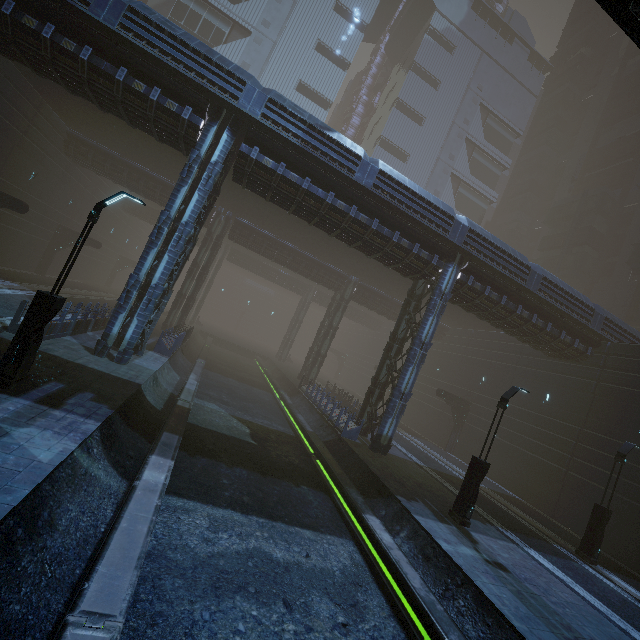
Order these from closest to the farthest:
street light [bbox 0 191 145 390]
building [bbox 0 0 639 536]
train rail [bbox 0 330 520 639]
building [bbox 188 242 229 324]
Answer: train rail [bbox 0 330 520 639] < street light [bbox 0 191 145 390] < building [bbox 0 0 639 536] < building [bbox 188 242 229 324]

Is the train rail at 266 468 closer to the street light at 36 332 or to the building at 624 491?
the building at 624 491

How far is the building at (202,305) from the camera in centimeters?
4222cm

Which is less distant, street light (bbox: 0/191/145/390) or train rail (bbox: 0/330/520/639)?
train rail (bbox: 0/330/520/639)

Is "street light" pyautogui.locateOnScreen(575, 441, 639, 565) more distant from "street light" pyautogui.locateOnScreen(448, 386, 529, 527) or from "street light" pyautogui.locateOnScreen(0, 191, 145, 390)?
"street light" pyautogui.locateOnScreen(0, 191, 145, 390)

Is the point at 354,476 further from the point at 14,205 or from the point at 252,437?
the point at 14,205

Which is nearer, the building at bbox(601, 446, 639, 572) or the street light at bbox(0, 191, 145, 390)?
the street light at bbox(0, 191, 145, 390)

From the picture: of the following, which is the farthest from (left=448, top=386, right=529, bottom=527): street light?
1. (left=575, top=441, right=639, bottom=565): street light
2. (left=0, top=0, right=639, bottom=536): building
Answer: (left=575, top=441, right=639, bottom=565): street light
